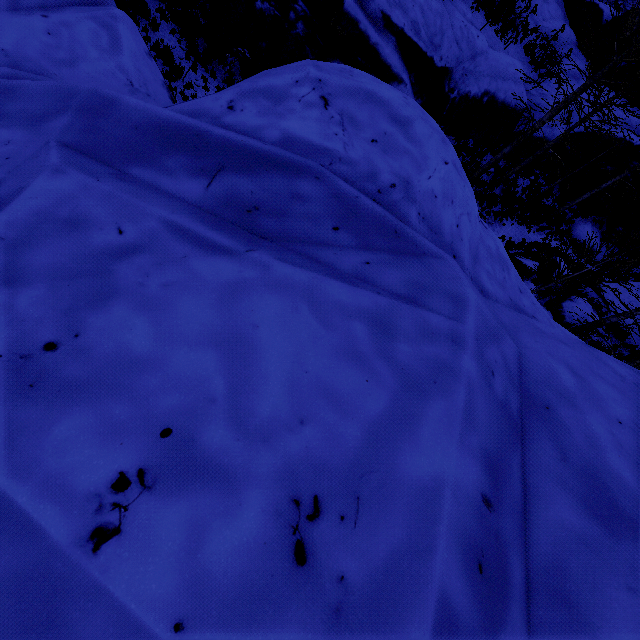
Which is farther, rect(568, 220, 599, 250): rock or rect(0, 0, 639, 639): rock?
rect(568, 220, 599, 250): rock

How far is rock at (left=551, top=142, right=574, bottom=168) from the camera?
17.2 meters

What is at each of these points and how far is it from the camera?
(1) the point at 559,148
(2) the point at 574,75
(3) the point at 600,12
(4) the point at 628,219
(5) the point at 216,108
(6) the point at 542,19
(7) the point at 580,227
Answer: (1) rock, 17.4 meters
(2) rock, 17.6 meters
(3) rock, 17.8 meters
(4) rock, 20.5 meters
(5) rock, 2.8 meters
(6) rock, 16.7 meters
(7) rock, 20.3 meters

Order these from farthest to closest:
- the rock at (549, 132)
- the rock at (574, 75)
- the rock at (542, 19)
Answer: the rock at (574, 75) < the rock at (542, 19) < the rock at (549, 132)

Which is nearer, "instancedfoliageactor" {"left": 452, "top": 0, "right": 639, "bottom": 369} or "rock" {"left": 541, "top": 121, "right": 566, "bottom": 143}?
"instancedfoliageactor" {"left": 452, "top": 0, "right": 639, "bottom": 369}

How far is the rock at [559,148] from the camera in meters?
17.2
